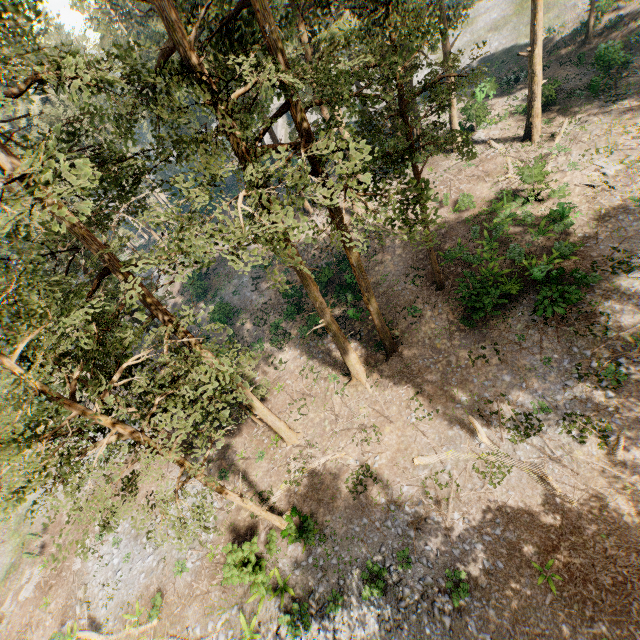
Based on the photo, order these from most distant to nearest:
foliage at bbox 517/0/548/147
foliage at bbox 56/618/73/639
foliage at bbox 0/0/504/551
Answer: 1. foliage at bbox 517/0/548/147
2. foliage at bbox 56/618/73/639
3. foliage at bbox 0/0/504/551

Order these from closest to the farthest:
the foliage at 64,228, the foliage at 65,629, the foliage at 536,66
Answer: the foliage at 64,228, the foliage at 65,629, the foliage at 536,66

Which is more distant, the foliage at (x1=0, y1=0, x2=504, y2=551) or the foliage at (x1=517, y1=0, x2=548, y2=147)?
the foliage at (x1=517, y1=0, x2=548, y2=147)

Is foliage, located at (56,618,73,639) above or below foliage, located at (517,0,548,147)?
below

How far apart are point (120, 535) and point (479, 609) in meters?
23.2 m

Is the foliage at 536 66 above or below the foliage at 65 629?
above
